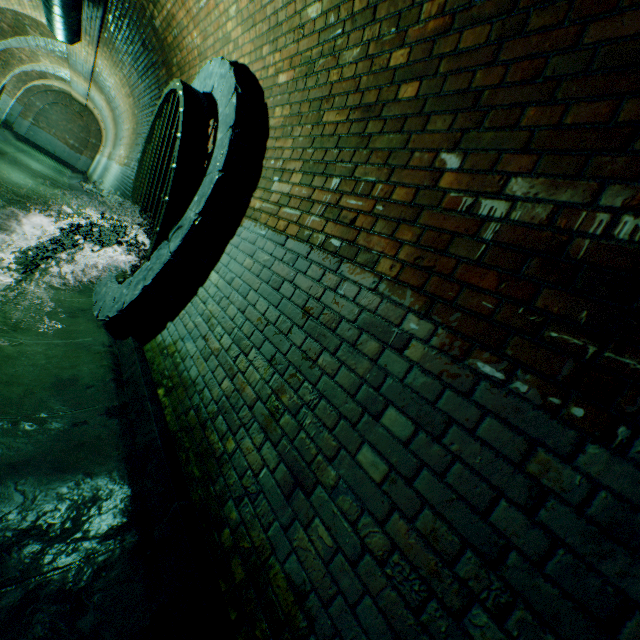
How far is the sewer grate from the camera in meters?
3.1

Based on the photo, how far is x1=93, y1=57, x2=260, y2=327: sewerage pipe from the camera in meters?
2.9

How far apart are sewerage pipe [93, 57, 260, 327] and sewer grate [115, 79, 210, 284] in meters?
0.0

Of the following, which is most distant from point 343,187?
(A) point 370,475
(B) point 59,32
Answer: (B) point 59,32

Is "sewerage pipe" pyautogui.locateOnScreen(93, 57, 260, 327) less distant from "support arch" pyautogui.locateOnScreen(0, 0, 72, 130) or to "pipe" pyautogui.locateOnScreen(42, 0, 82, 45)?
"pipe" pyautogui.locateOnScreen(42, 0, 82, 45)

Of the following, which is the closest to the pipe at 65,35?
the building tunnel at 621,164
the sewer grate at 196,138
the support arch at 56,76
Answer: the building tunnel at 621,164

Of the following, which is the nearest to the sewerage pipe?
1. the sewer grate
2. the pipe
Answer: the sewer grate

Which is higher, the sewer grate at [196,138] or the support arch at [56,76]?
the support arch at [56,76]
